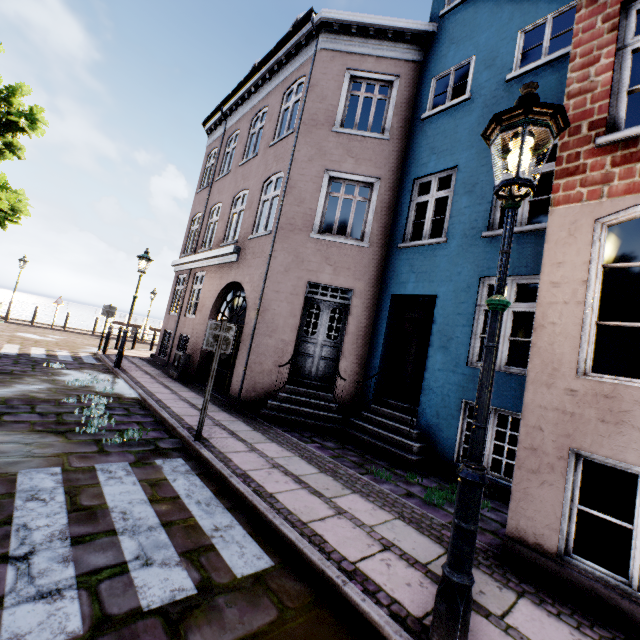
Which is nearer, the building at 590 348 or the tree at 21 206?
the building at 590 348

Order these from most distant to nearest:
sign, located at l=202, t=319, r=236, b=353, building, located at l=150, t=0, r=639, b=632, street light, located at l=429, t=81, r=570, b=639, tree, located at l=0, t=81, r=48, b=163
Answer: tree, located at l=0, t=81, r=48, b=163, sign, located at l=202, t=319, r=236, b=353, building, located at l=150, t=0, r=639, b=632, street light, located at l=429, t=81, r=570, b=639

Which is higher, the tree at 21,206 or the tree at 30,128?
the tree at 30,128

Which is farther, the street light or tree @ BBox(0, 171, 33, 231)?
tree @ BBox(0, 171, 33, 231)

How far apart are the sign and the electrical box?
6.0 meters

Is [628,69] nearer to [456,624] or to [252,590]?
[456,624]

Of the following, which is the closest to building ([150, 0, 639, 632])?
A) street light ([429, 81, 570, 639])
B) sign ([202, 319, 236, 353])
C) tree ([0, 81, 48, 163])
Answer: street light ([429, 81, 570, 639])

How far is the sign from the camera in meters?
5.1
